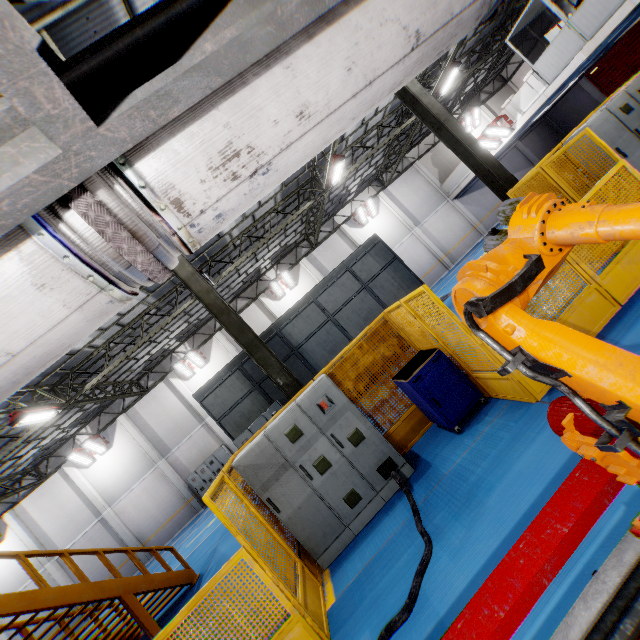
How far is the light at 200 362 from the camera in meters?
20.6

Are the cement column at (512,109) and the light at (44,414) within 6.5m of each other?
no

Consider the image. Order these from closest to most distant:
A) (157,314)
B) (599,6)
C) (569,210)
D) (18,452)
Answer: (569,210) → (599,6) → (157,314) → (18,452)

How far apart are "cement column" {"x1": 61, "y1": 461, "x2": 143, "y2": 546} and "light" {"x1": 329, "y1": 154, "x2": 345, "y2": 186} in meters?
22.5

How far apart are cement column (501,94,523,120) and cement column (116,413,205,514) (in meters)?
28.64

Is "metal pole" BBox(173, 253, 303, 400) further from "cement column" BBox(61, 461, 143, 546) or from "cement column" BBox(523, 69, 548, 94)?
"cement column" BBox(61, 461, 143, 546)

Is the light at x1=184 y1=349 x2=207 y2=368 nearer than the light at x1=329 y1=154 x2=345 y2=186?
No

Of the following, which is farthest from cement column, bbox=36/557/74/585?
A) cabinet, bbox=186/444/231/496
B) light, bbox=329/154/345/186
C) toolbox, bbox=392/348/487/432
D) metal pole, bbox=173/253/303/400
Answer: light, bbox=329/154/345/186
